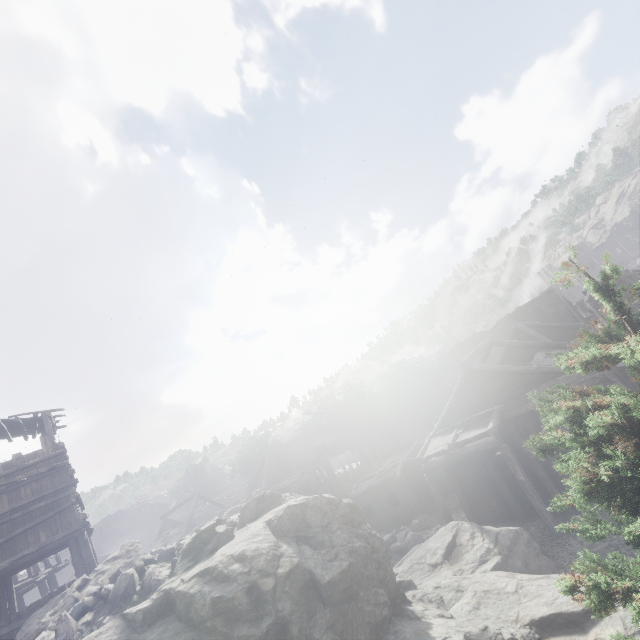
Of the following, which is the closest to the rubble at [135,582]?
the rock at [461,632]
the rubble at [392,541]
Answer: the rock at [461,632]

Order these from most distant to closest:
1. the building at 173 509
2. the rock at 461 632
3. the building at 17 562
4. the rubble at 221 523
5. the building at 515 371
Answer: the building at 173 509 → the building at 515 371 → the building at 17 562 → the rubble at 221 523 → the rock at 461 632

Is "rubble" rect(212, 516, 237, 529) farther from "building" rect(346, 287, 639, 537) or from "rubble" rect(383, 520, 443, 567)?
"rubble" rect(383, 520, 443, 567)

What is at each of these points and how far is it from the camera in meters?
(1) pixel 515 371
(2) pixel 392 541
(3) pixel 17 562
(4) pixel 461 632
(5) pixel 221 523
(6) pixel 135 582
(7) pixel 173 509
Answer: (1) building, 16.0 m
(2) rubble, 17.7 m
(3) building, 12.4 m
(4) rock, 7.0 m
(5) rubble, 11.8 m
(6) rubble, 8.4 m
(7) building, 35.5 m

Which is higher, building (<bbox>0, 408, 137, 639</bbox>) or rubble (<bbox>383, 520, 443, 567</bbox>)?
building (<bbox>0, 408, 137, 639</bbox>)

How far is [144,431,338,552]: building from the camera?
31.0 meters

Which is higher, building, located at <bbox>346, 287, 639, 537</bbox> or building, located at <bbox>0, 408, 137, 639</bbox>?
building, located at <bbox>0, 408, 137, 639</bbox>

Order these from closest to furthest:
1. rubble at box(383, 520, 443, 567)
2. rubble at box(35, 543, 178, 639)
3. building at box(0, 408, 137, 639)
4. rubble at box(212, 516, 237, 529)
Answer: rubble at box(35, 543, 178, 639), rubble at box(212, 516, 237, 529), building at box(0, 408, 137, 639), rubble at box(383, 520, 443, 567)
